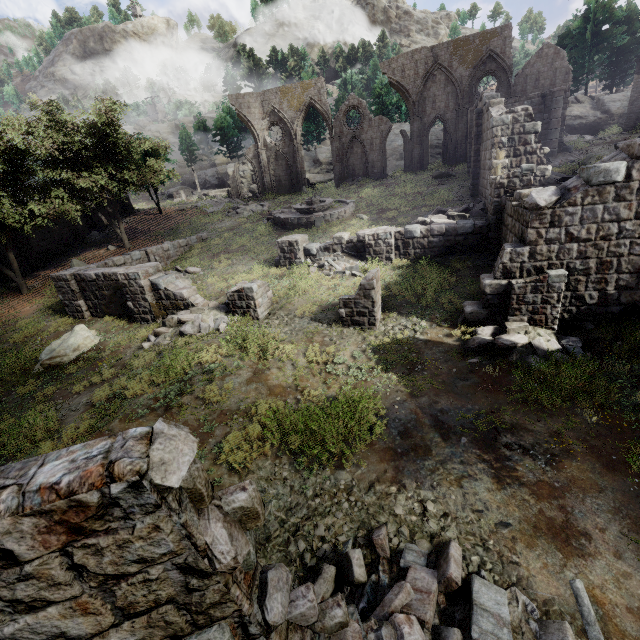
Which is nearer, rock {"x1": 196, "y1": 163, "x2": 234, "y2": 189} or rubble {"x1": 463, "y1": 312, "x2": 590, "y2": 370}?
rubble {"x1": 463, "y1": 312, "x2": 590, "y2": 370}

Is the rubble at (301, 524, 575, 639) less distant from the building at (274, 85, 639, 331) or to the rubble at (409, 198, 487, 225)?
the building at (274, 85, 639, 331)

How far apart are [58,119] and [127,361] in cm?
2133

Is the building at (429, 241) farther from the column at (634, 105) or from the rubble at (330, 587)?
the column at (634, 105)

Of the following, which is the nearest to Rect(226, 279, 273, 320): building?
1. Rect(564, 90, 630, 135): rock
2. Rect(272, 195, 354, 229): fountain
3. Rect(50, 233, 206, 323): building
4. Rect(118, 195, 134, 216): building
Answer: Rect(50, 233, 206, 323): building

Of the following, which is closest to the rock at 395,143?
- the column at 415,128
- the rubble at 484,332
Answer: the column at 415,128

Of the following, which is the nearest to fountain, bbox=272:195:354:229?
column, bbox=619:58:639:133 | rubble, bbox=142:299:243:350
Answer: rubble, bbox=142:299:243:350

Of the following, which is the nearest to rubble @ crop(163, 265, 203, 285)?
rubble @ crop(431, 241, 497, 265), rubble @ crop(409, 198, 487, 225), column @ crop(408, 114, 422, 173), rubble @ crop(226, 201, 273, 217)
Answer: rubble @ crop(226, 201, 273, 217)
